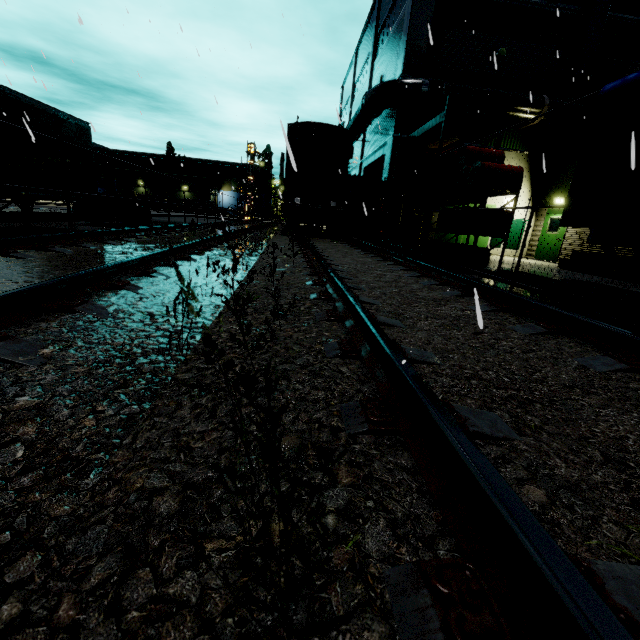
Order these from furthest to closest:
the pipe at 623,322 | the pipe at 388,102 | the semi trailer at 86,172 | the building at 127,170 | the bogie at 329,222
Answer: the building at 127,170 < the bogie at 329,222 < the pipe at 388,102 < the semi trailer at 86,172 < the pipe at 623,322

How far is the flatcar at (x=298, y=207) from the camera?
14.8m

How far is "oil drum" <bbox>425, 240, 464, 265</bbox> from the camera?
8.7 meters

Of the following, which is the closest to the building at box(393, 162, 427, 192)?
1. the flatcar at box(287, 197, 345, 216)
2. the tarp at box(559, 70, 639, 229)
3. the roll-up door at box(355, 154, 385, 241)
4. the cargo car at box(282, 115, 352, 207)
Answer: the roll-up door at box(355, 154, 385, 241)

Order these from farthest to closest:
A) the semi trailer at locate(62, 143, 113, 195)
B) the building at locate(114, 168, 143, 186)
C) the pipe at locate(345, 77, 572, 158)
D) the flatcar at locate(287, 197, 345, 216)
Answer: the building at locate(114, 168, 143, 186), the flatcar at locate(287, 197, 345, 216), the pipe at locate(345, 77, 572, 158), the semi trailer at locate(62, 143, 113, 195)

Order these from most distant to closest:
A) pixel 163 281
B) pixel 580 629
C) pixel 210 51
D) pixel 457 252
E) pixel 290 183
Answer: pixel 290 183 < pixel 210 51 < pixel 457 252 < pixel 163 281 < pixel 580 629

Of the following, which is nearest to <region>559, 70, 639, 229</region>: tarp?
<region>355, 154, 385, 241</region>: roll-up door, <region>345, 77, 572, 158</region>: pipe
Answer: <region>345, 77, 572, 158</region>: pipe

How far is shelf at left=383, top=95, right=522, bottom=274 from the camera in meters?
8.0
